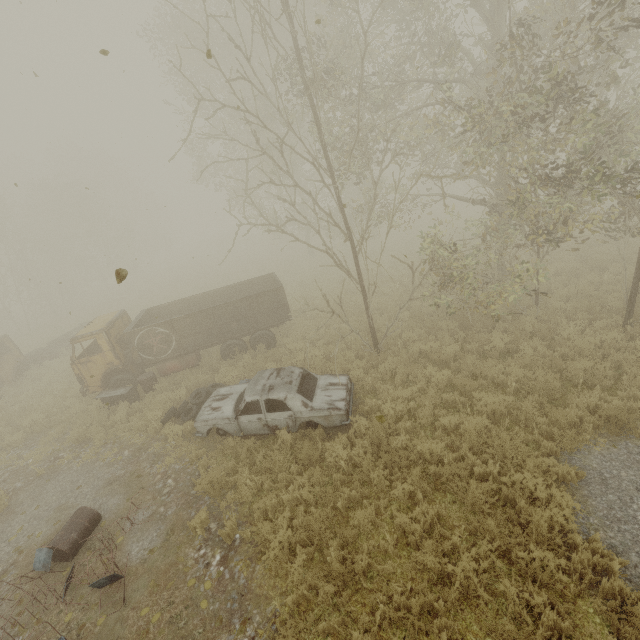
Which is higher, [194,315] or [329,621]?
[194,315]

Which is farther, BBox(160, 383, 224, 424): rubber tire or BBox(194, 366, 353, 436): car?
BBox(160, 383, 224, 424): rubber tire

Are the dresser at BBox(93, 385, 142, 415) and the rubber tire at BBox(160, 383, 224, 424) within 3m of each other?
yes

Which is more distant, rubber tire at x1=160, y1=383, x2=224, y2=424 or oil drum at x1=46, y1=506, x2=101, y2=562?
rubber tire at x1=160, y1=383, x2=224, y2=424

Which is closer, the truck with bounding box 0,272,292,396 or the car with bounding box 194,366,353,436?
the car with bounding box 194,366,353,436

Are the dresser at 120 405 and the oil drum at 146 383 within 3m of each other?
yes

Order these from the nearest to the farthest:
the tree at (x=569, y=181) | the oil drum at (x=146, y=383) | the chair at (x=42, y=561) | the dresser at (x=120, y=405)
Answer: the chair at (x=42, y=561), the tree at (x=569, y=181), the dresser at (x=120, y=405), the oil drum at (x=146, y=383)

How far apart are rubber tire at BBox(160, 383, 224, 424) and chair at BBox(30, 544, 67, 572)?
3.97m
